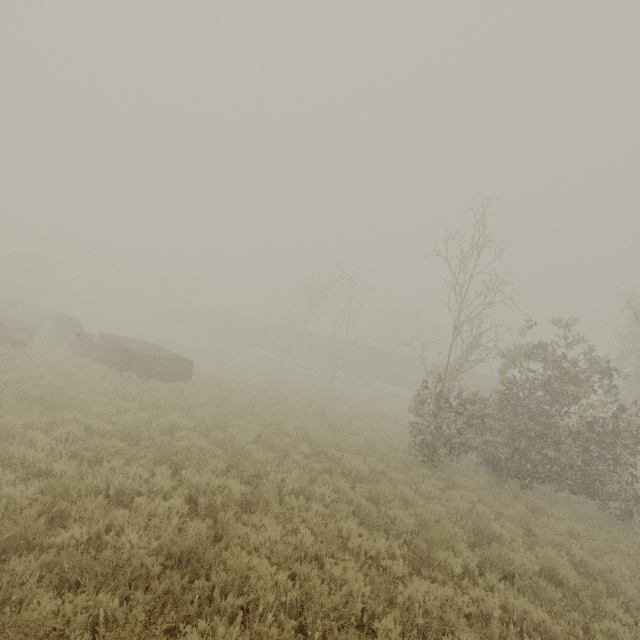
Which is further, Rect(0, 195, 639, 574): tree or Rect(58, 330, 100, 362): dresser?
Rect(58, 330, 100, 362): dresser

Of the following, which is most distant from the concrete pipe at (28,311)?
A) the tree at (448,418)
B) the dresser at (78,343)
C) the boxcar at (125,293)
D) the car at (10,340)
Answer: the boxcar at (125,293)

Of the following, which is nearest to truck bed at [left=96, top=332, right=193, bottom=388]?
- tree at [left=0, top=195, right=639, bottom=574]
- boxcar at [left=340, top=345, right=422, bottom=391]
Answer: tree at [left=0, top=195, right=639, bottom=574]

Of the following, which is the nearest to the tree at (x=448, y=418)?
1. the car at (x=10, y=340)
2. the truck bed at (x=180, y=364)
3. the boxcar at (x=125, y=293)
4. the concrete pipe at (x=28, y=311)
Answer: the truck bed at (x=180, y=364)

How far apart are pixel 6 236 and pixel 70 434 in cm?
7129

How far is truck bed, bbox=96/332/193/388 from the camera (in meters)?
14.48

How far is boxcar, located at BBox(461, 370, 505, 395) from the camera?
33.70m

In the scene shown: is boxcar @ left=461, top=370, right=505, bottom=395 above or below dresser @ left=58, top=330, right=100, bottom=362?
above
